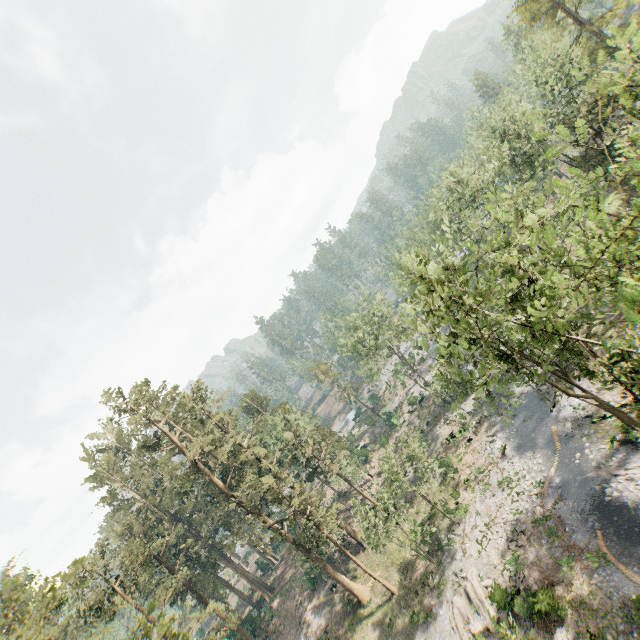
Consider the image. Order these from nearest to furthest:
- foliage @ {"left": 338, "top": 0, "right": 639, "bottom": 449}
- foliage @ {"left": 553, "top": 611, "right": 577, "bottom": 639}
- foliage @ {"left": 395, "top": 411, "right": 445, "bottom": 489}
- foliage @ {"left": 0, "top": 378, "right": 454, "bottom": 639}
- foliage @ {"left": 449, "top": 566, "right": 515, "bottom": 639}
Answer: foliage @ {"left": 338, "top": 0, "right": 639, "bottom": 449}
foliage @ {"left": 449, "top": 566, "right": 515, "bottom": 639}
foliage @ {"left": 553, "top": 611, "right": 577, "bottom": 639}
foliage @ {"left": 0, "top": 378, "right": 454, "bottom": 639}
foliage @ {"left": 395, "top": 411, "right": 445, "bottom": 489}

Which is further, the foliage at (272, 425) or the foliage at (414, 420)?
the foliage at (414, 420)

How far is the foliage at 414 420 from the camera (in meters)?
30.28

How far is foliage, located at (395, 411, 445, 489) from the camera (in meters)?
30.28

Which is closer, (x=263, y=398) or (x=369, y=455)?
(x=369, y=455)

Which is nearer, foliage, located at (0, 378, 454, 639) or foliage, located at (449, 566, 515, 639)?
foliage, located at (449, 566, 515, 639)
